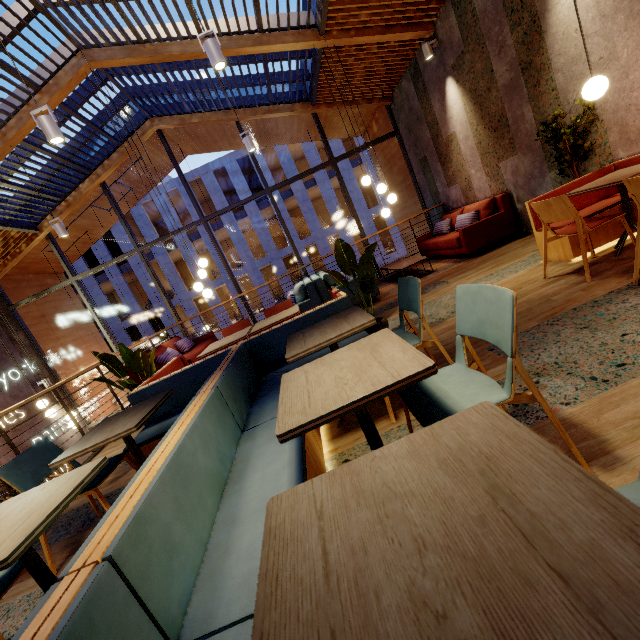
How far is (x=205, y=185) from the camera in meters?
24.5 m

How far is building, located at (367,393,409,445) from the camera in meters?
2.1

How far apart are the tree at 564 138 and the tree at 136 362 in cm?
573

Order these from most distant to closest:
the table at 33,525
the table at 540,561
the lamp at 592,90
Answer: the lamp at 592,90
the table at 33,525
the table at 540,561

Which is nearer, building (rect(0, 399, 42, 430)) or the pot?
the pot

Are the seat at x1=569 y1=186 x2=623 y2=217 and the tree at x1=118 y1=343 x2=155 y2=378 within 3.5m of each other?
no

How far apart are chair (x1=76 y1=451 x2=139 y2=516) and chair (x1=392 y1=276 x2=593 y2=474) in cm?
215

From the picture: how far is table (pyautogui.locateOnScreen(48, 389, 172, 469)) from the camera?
2.1m
